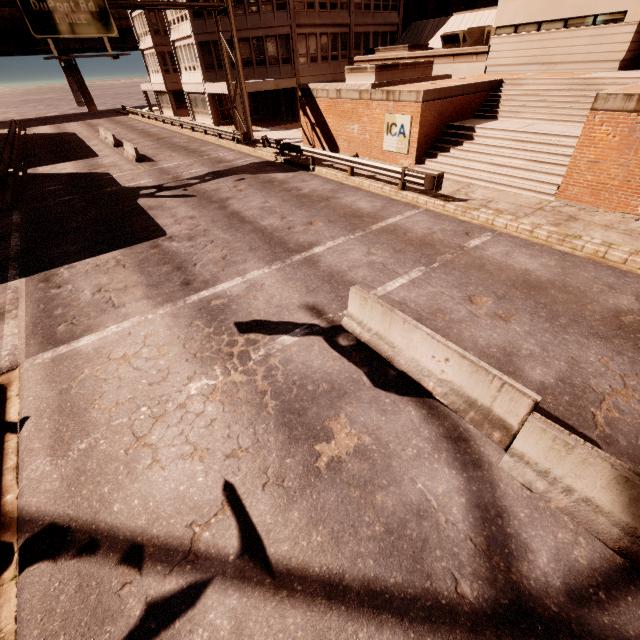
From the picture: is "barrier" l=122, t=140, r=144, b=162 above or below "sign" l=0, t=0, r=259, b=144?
below

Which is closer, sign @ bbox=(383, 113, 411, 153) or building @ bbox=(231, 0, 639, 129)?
sign @ bbox=(383, 113, 411, 153)

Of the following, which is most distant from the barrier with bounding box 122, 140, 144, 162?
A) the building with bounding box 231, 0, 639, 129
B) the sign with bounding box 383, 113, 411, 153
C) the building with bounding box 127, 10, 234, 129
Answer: the building with bounding box 231, 0, 639, 129

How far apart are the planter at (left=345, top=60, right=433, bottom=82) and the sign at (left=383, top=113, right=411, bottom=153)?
2.55m

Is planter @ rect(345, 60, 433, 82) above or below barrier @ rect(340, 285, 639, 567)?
above

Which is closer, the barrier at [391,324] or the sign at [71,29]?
the barrier at [391,324]

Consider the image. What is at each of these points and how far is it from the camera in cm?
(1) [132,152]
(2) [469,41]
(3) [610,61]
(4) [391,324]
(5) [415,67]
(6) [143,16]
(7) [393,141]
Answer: (1) barrier, 2372
(2) air conditioner, 2303
(3) building, 1698
(4) barrier, 640
(5) planter, 1914
(6) building, 3878
(7) sign, 1730

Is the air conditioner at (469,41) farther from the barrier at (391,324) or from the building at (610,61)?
the barrier at (391,324)
